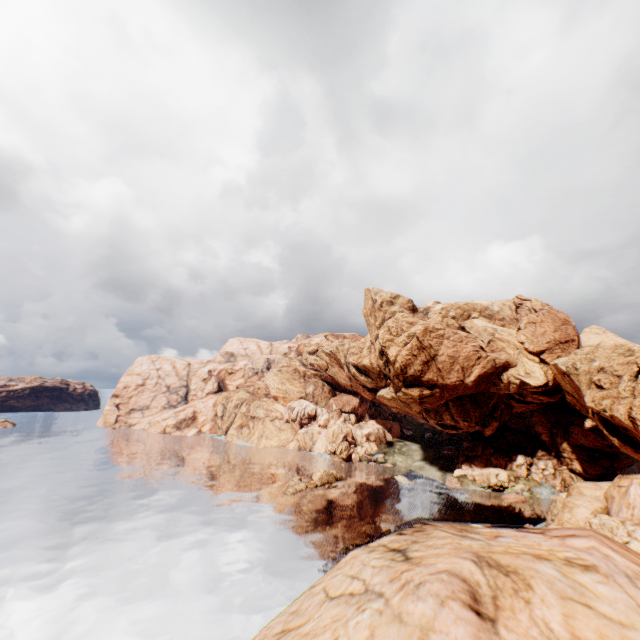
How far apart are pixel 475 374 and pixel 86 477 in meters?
74.6 m

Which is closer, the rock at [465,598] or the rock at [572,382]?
the rock at [465,598]

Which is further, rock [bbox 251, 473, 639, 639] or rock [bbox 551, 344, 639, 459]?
rock [bbox 551, 344, 639, 459]
